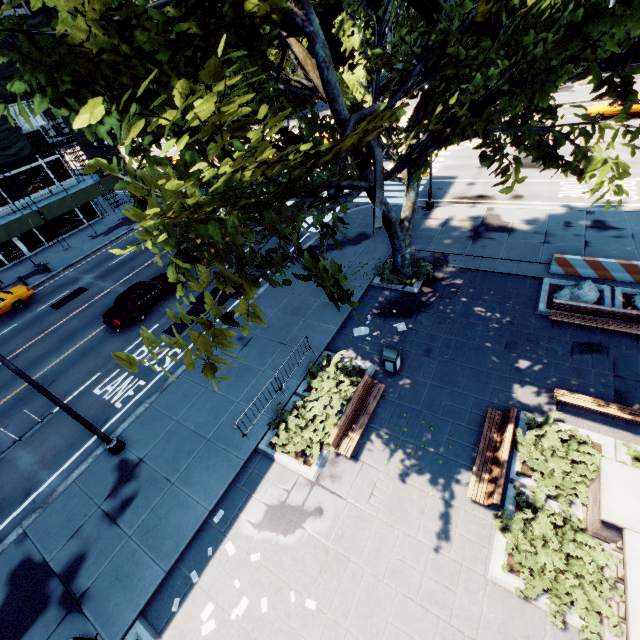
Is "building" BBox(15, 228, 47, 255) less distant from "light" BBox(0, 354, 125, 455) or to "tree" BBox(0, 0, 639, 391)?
"tree" BBox(0, 0, 639, 391)

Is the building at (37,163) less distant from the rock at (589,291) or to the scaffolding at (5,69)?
the scaffolding at (5,69)

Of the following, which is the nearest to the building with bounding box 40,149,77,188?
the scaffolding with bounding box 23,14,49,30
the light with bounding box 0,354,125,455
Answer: the scaffolding with bounding box 23,14,49,30

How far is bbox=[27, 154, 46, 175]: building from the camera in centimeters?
2994cm

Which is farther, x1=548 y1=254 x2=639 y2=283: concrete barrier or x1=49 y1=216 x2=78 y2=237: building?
x1=49 y1=216 x2=78 y2=237: building

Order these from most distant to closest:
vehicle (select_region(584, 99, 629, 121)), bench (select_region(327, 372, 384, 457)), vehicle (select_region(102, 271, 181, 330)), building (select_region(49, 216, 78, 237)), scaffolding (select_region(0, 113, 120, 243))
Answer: building (select_region(49, 216, 78, 237)), vehicle (select_region(584, 99, 629, 121)), scaffolding (select_region(0, 113, 120, 243)), vehicle (select_region(102, 271, 181, 330)), bench (select_region(327, 372, 384, 457))

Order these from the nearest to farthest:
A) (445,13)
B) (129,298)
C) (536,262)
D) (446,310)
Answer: (445,13), (446,310), (536,262), (129,298)

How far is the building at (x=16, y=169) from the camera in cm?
2912
